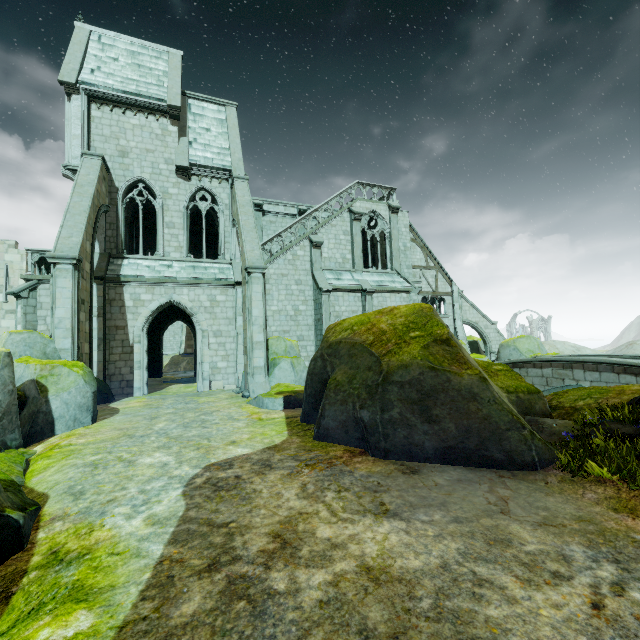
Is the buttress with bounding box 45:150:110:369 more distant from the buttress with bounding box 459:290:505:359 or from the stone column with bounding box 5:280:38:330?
the buttress with bounding box 459:290:505:359

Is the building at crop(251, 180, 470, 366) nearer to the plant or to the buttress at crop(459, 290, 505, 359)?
the buttress at crop(459, 290, 505, 359)

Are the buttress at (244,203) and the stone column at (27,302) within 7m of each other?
Answer: no

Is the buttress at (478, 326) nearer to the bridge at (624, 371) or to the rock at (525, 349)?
the rock at (525, 349)

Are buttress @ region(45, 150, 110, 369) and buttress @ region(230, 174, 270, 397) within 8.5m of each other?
yes

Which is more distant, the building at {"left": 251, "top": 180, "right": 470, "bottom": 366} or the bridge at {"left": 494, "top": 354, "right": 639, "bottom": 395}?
the building at {"left": 251, "top": 180, "right": 470, "bottom": 366}

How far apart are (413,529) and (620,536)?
2.19m

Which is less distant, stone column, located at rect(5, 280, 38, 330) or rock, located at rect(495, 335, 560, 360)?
stone column, located at rect(5, 280, 38, 330)
